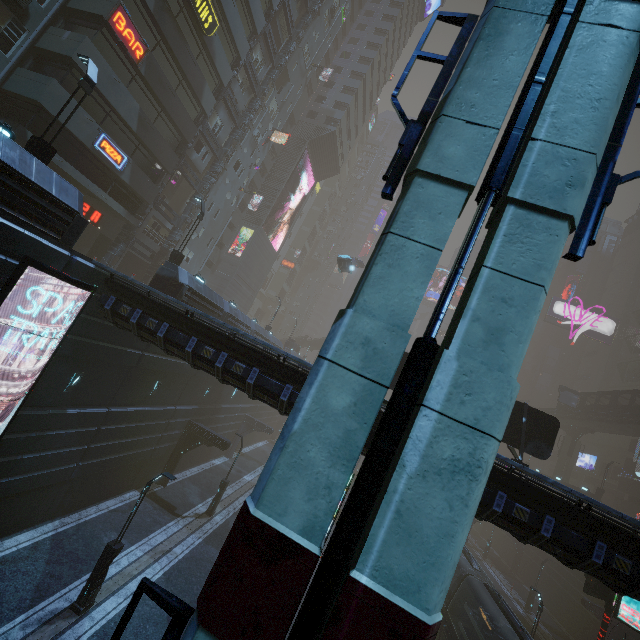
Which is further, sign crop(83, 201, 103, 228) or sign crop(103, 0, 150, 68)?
sign crop(83, 201, 103, 228)

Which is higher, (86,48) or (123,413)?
(86,48)

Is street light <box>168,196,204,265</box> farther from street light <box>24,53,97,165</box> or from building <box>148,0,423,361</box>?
street light <box>24,53,97,165</box>

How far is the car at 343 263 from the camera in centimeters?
3469cm

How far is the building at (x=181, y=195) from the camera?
31.5 meters

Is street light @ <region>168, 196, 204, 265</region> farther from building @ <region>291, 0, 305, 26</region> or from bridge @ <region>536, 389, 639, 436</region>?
bridge @ <region>536, 389, 639, 436</region>

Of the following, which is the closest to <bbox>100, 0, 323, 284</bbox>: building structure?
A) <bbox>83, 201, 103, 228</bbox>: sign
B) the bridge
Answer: <bbox>83, 201, 103, 228</bbox>: sign

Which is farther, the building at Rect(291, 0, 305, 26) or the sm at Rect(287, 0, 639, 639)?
the building at Rect(291, 0, 305, 26)
